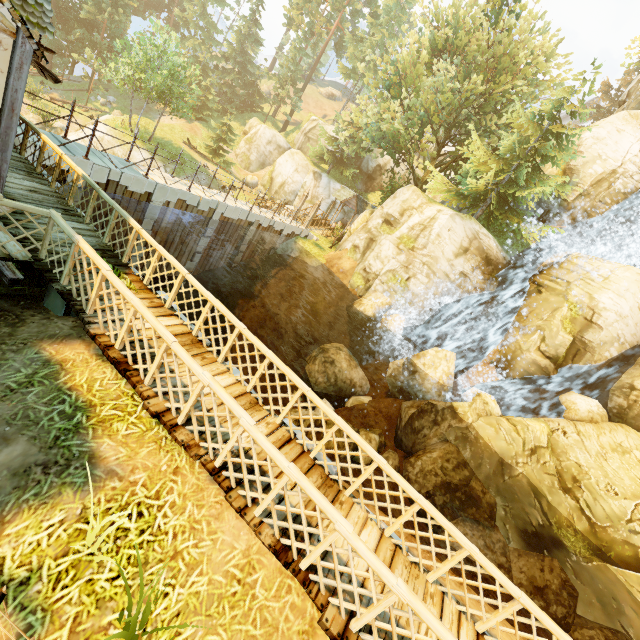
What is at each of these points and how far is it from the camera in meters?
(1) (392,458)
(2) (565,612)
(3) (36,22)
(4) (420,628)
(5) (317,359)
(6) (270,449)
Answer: (1) rock, 13.9
(2) rock, 9.2
(3) building, 8.0
(4) wooden platform, 4.3
(5) rock, 19.3
(6) fence, 4.0

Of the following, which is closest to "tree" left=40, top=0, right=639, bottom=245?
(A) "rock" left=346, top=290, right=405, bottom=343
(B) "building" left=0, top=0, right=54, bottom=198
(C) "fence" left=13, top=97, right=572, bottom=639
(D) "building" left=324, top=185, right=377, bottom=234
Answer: (D) "building" left=324, top=185, right=377, bottom=234

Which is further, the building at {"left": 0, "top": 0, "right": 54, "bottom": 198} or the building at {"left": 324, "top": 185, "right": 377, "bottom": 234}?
the building at {"left": 324, "top": 185, "right": 377, "bottom": 234}

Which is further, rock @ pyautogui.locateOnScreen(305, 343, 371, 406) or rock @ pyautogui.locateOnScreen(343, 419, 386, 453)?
rock @ pyautogui.locateOnScreen(305, 343, 371, 406)

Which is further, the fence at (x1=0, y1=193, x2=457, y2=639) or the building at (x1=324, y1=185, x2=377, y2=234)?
the building at (x1=324, y1=185, x2=377, y2=234)

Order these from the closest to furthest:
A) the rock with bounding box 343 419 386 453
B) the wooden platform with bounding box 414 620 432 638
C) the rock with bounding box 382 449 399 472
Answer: the wooden platform with bounding box 414 620 432 638 → the rock with bounding box 343 419 386 453 → the rock with bounding box 382 449 399 472

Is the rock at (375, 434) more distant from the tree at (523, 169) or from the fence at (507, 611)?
the tree at (523, 169)

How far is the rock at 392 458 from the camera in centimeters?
1379cm
